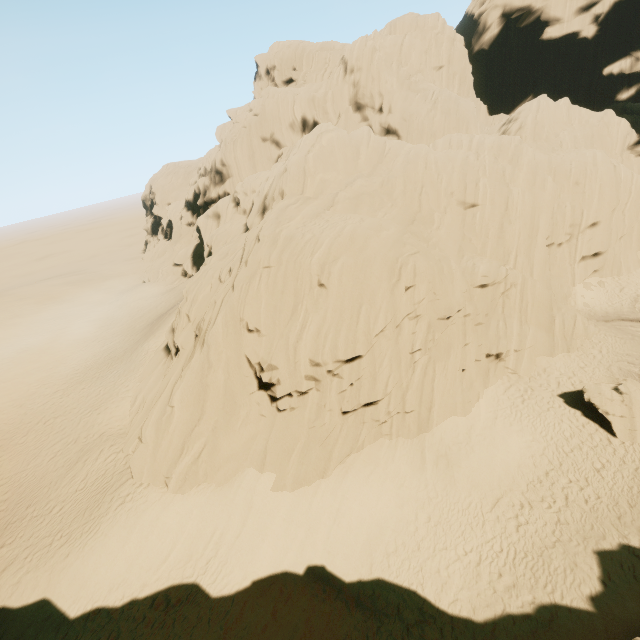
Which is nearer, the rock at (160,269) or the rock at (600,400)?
the rock at (160,269)

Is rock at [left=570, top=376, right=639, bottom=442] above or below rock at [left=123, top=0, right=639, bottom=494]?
below

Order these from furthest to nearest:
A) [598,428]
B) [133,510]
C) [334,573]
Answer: [598,428]
[133,510]
[334,573]

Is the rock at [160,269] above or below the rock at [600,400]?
above

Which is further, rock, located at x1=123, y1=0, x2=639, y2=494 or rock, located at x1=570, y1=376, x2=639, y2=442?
rock, located at x1=570, y1=376, x2=639, y2=442
